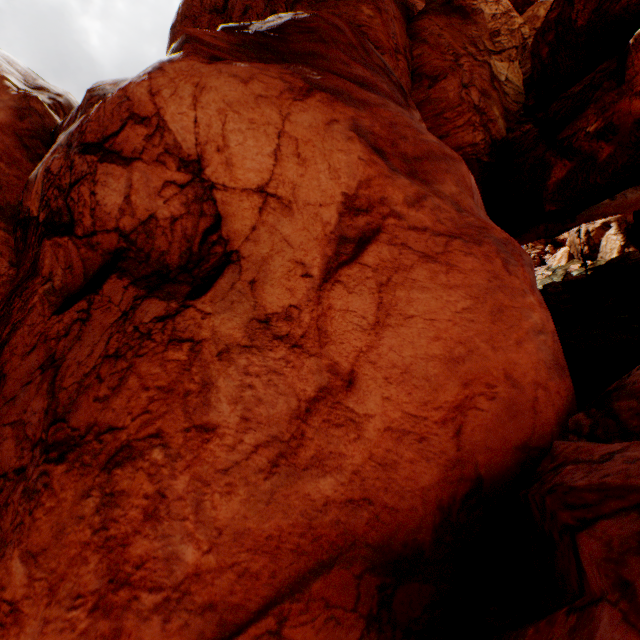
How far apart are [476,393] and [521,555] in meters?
3.2 m
